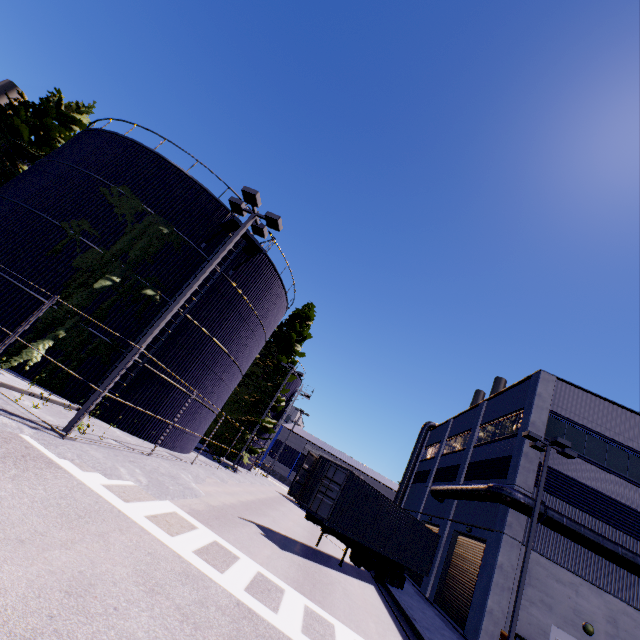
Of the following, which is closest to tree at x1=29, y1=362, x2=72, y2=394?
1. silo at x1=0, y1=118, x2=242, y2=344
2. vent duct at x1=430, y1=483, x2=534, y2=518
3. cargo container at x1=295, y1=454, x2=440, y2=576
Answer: silo at x1=0, y1=118, x2=242, y2=344

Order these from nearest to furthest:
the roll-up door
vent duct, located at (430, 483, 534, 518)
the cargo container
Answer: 1. the cargo container
2. vent duct, located at (430, 483, 534, 518)
3. the roll-up door

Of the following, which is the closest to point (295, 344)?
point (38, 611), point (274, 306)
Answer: point (274, 306)

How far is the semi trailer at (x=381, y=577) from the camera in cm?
1473

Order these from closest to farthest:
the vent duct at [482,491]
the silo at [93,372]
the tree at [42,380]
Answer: the tree at [42,380], the silo at [93,372], the vent duct at [482,491]

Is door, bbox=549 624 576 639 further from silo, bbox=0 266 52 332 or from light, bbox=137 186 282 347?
light, bbox=137 186 282 347

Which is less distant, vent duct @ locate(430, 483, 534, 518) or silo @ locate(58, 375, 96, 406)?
silo @ locate(58, 375, 96, 406)

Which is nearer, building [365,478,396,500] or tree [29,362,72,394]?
tree [29,362,72,394]
